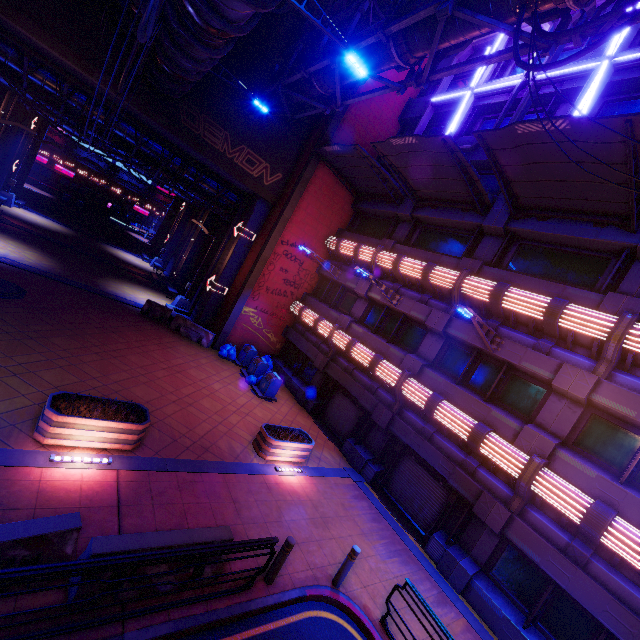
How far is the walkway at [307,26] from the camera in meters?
15.9 m

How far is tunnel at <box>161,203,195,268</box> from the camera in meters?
33.1 m

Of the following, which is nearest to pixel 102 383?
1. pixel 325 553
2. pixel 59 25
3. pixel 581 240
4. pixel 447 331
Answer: pixel 325 553

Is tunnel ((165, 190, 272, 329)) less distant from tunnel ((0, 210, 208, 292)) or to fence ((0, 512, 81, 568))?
tunnel ((0, 210, 208, 292))

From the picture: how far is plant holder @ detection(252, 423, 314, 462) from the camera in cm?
1098

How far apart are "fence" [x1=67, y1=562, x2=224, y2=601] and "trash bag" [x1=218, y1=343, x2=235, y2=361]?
11.97m

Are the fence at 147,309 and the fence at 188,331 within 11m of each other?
yes

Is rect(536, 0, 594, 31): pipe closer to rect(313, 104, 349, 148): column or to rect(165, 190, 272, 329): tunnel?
rect(313, 104, 349, 148): column
